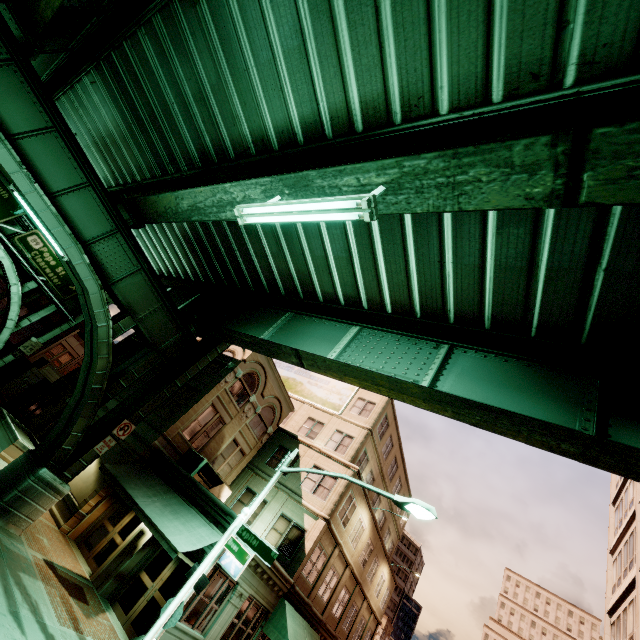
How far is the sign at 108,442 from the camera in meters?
12.4

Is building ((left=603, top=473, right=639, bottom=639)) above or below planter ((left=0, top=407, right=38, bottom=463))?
above

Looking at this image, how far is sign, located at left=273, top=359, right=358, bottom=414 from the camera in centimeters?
2692cm

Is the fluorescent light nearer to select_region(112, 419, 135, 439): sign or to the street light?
the street light

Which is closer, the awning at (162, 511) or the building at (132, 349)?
the awning at (162, 511)

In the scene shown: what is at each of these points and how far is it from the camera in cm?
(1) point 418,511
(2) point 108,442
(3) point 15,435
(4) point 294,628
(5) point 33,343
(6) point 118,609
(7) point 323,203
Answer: (1) street light, 917
(2) sign, 1271
(3) planter, 1648
(4) awning, 1620
(5) sign, 2281
(6) building, 1194
(7) fluorescent light, 552

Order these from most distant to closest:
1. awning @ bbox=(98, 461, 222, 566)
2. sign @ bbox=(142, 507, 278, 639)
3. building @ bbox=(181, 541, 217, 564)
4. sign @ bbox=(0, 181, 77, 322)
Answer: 1. sign @ bbox=(0, 181, 77, 322)
2. building @ bbox=(181, 541, 217, 564)
3. awning @ bbox=(98, 461, 222, 566)
4. sign @ bbox=(142, 507, 278, 639)

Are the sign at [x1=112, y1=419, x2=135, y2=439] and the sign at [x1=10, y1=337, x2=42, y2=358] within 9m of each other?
no
